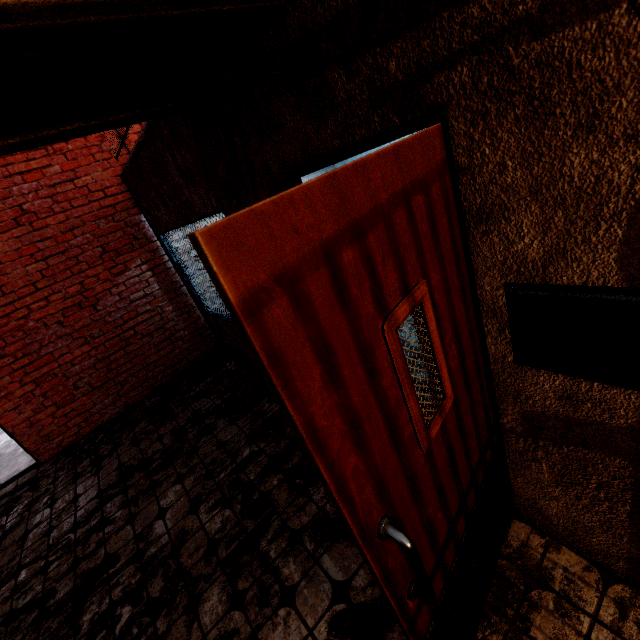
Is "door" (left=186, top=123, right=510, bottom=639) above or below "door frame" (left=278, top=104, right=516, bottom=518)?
below

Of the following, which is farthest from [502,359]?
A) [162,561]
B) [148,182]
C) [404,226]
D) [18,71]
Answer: [148,182]

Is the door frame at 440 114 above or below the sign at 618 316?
above

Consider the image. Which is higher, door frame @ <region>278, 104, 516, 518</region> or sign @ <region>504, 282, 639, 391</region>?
door frame @ <region>278, 104, 516, 518</region>

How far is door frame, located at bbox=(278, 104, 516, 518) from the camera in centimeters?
109cm

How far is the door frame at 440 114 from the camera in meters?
1.1 m
